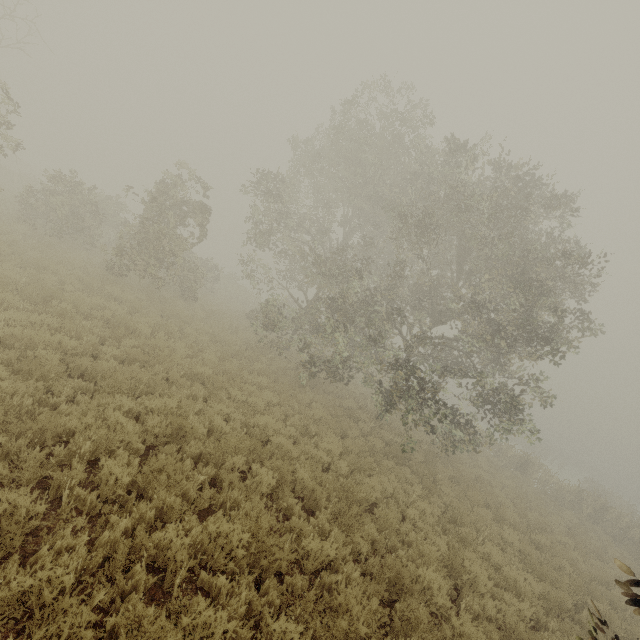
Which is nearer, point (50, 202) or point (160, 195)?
point (160, 195)
